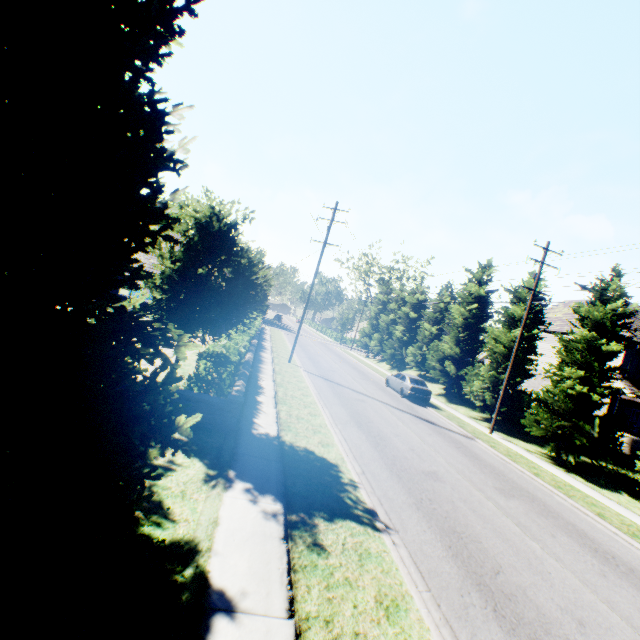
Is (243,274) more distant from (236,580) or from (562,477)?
(562,477)

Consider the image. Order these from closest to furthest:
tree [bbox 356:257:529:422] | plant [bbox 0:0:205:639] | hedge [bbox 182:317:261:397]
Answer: plant [bbox 0:0:205:639] → hedge [bbox 182:317:261:397] → tree [bbox 356:257:529:422]

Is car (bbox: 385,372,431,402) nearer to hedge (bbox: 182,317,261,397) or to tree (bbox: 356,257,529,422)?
tree (bbox: 356,257,529,422)

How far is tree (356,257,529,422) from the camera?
22.2 meters

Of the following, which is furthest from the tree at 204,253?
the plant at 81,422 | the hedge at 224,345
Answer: the hedge at 224,345

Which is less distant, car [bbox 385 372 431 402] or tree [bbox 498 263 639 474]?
tree [bbox 498 263 639 474]

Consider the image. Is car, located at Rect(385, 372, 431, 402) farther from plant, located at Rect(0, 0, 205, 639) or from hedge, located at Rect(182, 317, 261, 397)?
hedge, located at Rect(182, 317, 261, 397)

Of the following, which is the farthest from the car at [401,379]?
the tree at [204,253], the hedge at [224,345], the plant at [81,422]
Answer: the hedge at [224,345]
